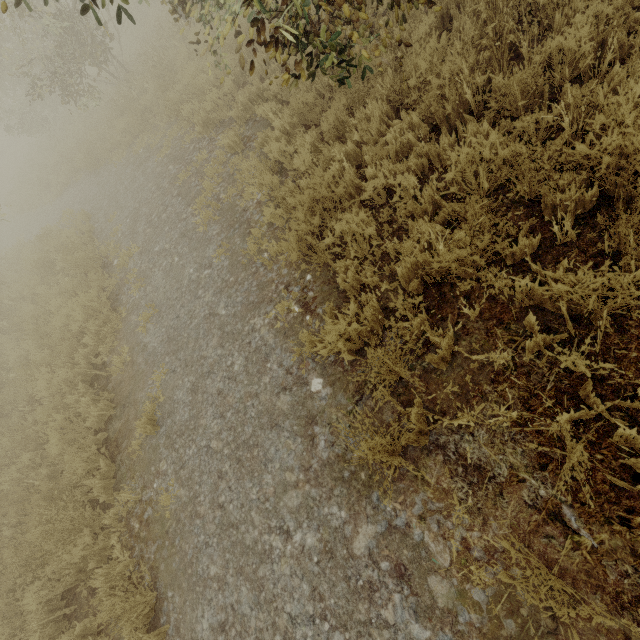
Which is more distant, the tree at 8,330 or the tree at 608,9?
the tree at 8,330

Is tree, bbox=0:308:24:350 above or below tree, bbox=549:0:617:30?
above

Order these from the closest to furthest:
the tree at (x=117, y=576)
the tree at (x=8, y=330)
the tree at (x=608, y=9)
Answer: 1. the tree at (x=608, y=9)
2. the tree at (x=117, y=576)
3. the tree at (x=8, y=330)

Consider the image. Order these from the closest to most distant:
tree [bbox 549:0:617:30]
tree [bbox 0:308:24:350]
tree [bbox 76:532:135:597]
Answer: tree [bbox 549:0:617:30] < tree [bbox 76:532:135:597] < tree [bbox 0:308:24:350]

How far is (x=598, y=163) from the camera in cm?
281

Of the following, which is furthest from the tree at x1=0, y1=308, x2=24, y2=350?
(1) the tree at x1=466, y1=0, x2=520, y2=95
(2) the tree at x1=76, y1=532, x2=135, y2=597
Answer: (2) the tree at x1=76, y1=532, x2=135, y2=597
